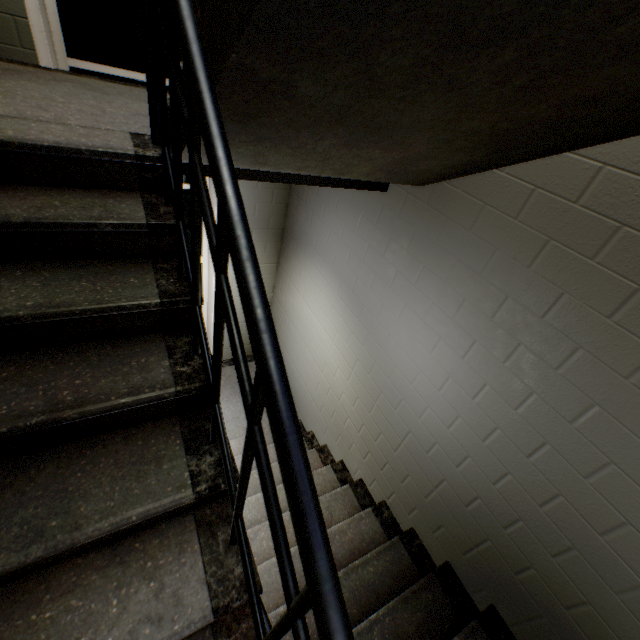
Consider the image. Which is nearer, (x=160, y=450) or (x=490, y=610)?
(x=160, y=450)

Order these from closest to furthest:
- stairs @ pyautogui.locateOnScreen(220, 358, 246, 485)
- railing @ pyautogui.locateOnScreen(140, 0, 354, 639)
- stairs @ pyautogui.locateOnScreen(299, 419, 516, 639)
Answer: railing @ pyautogui.locateOnScreen(140, 0, 354, 639)
stairs @ pyautogui.locateOnScreen(299, 419, 516, 639)
stairs @ pyautogui.locateOnScreen(220, 358, 246, 485)

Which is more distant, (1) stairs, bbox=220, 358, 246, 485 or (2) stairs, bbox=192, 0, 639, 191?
(1) stairs, bbox=220, 358, 246, 485

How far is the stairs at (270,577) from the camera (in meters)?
2.08

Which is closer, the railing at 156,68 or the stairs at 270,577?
the railing at 156,68

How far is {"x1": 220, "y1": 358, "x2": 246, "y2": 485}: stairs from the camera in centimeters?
366cm

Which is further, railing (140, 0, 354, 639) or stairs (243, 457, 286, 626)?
stairs (243, 457, 286, 626)
